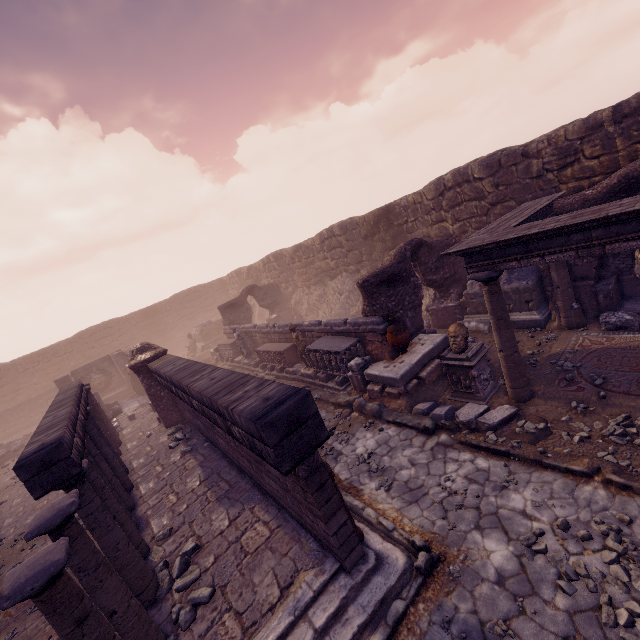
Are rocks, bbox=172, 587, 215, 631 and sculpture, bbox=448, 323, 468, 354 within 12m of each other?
yes

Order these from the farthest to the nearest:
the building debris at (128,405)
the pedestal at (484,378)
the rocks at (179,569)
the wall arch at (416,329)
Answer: the building debris at (128,405)
the wall arch at (416,329)
the pedestal at (484,378)
the rocks at (179,569)

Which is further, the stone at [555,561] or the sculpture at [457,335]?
the sculpture at [457,335]

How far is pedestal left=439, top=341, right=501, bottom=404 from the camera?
7.38m

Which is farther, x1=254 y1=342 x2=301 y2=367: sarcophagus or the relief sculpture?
the relief sculpture

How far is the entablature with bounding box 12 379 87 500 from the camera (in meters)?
4.27

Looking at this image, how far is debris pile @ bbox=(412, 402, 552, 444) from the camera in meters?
5.9

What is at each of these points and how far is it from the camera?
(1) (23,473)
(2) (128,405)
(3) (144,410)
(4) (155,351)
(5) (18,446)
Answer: (1) entablature, 4.2 meters
(2) building debris, 17.6 meters
(3) debris pile, 15.7 meters
(4) wall arch, 12.6 meters
(5) building debris, 17.5 meters
